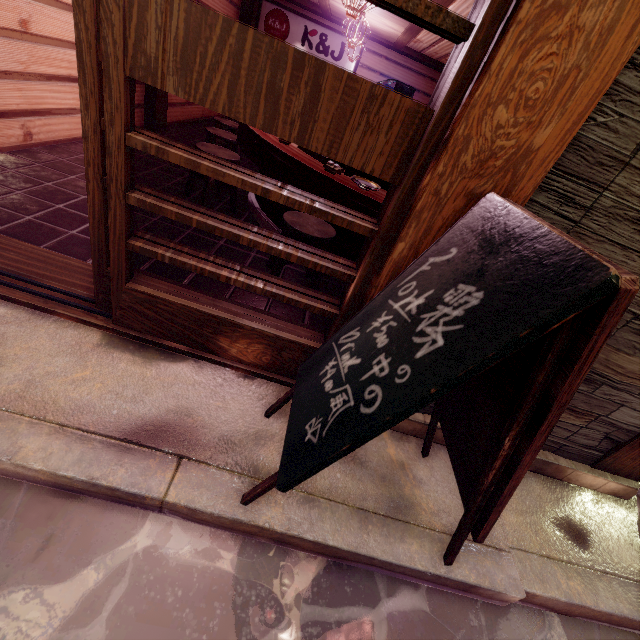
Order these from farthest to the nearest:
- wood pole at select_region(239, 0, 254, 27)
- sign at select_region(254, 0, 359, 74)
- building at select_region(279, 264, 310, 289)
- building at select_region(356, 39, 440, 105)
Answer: building at select_region(356, 39, 440, 105)
sign at select_region(254, 0, 359, 74)
wood pole at select_region(239, 0, 254, 27)
building at select_region(279, 264, 310, 289)

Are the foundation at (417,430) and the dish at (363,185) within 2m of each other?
no

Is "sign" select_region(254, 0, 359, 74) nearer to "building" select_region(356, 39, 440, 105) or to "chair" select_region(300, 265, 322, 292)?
"building" select_region(356, 39, 440, 105)

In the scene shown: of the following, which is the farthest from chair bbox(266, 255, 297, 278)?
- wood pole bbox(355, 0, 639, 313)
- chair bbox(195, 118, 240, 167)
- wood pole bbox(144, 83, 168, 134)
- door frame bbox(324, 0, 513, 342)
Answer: wood pole bbox(144, 83, 168, 134)

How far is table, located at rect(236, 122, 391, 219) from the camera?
5.05m

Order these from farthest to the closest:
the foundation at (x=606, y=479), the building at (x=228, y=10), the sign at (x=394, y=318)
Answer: the building at (x=228, y=10) < the foundation at (x=606, y=479) < the sign at (x=394, y=318)

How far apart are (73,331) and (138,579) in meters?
2.5 m

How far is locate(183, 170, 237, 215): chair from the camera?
6.6m
